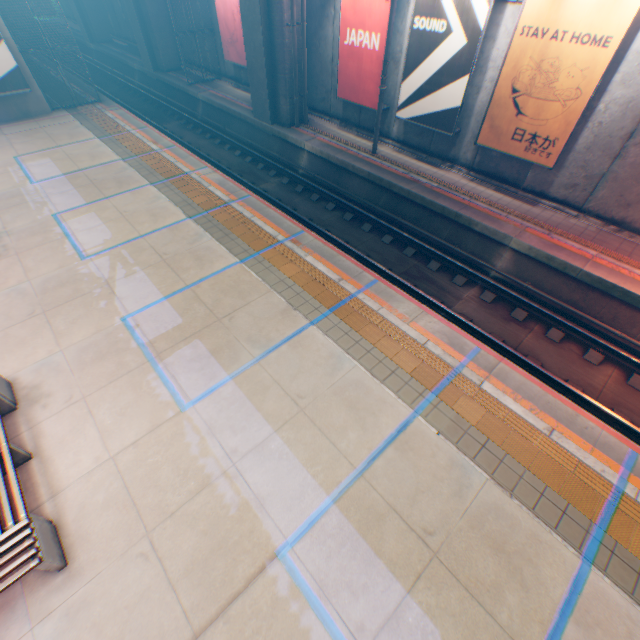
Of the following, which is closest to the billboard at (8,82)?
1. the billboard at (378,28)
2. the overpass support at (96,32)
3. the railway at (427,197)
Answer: the railway at (427,197)

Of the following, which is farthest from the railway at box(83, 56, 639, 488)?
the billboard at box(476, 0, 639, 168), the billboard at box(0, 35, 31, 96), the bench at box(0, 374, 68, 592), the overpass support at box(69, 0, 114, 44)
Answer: the bench at box(0, 374, 68, 592)

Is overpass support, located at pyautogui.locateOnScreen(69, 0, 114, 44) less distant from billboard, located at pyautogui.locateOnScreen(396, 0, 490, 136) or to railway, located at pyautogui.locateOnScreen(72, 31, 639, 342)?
railway, located at pyautogui.locateOnScreen(72, 31, 639, 342)

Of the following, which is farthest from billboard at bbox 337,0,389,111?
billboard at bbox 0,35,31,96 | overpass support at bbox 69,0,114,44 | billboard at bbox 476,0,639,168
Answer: billboard at bbox 0,35,31,96

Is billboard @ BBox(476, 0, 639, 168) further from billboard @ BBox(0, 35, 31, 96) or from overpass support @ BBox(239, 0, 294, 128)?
billboard @ BBox(0, 35, 31, 96)

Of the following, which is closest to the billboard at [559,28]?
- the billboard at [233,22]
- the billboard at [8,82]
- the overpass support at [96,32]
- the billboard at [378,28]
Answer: the billboard at [378,28]

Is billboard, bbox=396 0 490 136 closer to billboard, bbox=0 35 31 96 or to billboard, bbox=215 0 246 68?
billboard, bbox=215 0 246 68

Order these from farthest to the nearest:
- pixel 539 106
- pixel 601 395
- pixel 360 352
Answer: pixel 539 106, pixel 601 395, pixel 360 352
